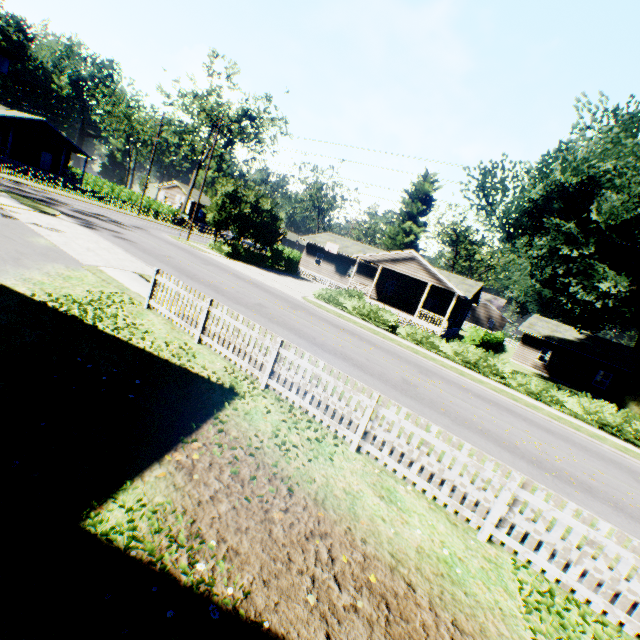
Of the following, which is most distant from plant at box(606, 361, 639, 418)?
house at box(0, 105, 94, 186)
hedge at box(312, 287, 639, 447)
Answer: house at box(0, 105, 94, 186)

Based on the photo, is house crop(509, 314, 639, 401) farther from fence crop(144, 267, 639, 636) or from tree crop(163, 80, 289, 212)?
tree crop(163, 80, 289, 212)

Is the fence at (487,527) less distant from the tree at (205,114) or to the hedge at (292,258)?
the hedge at (292,258)

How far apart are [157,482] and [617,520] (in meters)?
10.32

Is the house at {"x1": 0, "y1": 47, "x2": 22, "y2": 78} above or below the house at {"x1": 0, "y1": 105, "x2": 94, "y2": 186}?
above

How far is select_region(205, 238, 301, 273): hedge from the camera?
30.83m

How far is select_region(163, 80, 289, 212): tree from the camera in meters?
39.1 m

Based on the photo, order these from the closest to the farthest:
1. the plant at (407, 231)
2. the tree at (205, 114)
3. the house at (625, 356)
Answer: the house at (625, 356), the tree at (205, 114), the plant at (407, 231)
